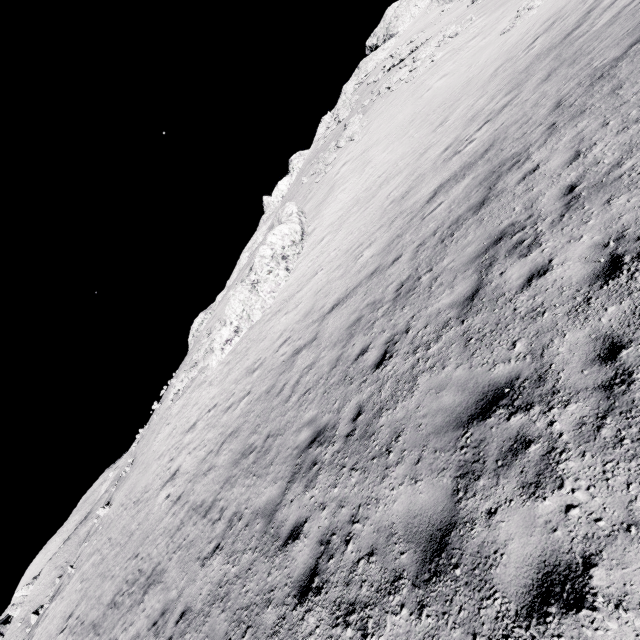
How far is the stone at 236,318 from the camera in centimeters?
2108cm

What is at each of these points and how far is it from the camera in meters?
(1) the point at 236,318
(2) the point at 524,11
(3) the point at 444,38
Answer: (1) stone, 21.4 m
(2) stone, 19.9 m
(3) stone, 28.4 m

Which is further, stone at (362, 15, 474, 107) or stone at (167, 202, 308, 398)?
stone at (362, 15, 474, 107)

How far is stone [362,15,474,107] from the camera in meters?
27.3 m

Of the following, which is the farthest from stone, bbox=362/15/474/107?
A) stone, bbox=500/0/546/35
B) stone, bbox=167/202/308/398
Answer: stone, bbox=167/202/308/398

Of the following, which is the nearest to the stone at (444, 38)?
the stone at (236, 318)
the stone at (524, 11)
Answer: the stone at (524, 11)

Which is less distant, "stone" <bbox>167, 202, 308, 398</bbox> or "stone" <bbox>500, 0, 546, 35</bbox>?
"stone" <bbox>500, 0, 546, 35</bbox>

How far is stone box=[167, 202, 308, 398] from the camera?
21.1 meters
